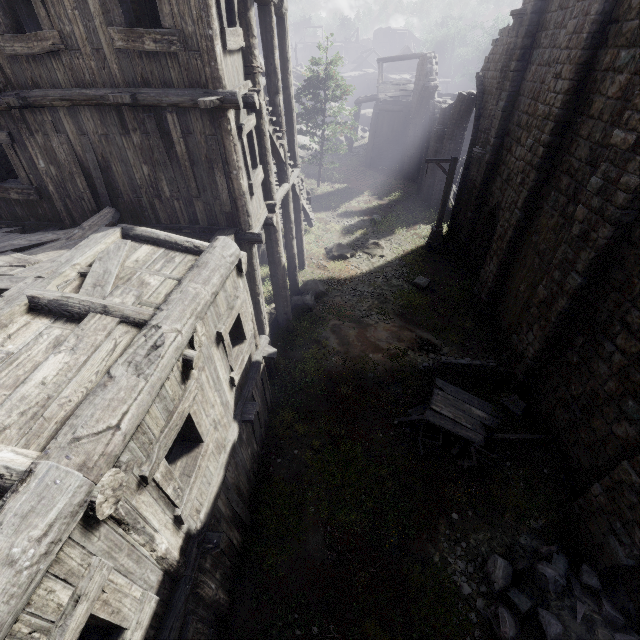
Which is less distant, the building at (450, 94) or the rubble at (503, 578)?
the rubble at (503, 578)

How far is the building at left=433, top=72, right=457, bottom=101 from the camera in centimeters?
2686cm

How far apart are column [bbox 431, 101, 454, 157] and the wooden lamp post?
6.3m

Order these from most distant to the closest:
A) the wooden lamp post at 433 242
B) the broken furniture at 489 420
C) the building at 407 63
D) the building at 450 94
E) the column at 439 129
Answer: the building at 407 63, the building at 450 94, the column at 439 129, the wooden lamp post at 433 242, the broken furniture at 489 420

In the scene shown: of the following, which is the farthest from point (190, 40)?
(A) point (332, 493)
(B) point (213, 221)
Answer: (A) point (332, 493)

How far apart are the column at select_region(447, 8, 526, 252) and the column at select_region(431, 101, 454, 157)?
4.99m

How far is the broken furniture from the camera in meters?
8.8 m

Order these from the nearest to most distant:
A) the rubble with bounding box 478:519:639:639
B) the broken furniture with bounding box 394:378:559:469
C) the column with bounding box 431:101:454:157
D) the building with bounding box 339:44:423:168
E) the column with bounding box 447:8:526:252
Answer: the rubble with bounding box 478:519:639:639
the broken furniture with bounding box 394:378:559:469
the column with bounding box 447:8:526:252
the column with bounding box 431:101:454:157
the building with bounding box 339:44:423:168
